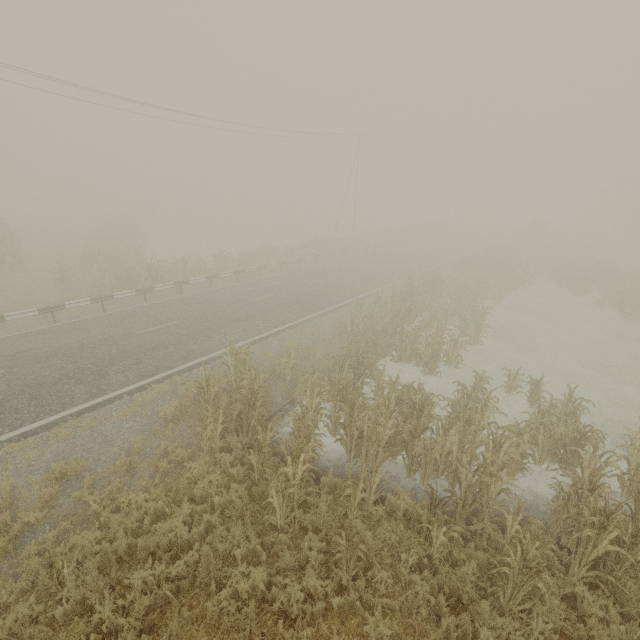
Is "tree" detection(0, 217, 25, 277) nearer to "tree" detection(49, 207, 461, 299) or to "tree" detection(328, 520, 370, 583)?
"tree" detection(49, 207, 461, 299)

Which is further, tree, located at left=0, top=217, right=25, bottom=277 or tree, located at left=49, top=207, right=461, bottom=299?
tree, located at left=0, top=217, right=25, bottom=277

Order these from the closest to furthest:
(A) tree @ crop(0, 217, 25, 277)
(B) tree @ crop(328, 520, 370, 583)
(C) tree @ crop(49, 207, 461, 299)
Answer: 1. (B) tree @ crop(328, 520, 370, 583)
2. (C) tree @ crop(49, 207, 461, 299)
3. (A) tree @ crop(0, 217, 25, 277)

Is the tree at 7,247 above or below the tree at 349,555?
above

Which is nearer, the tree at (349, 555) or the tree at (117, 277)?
the tree at (349, 555)

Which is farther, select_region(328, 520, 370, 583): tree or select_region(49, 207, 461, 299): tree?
select_region(49, 207, 461, 299): tree

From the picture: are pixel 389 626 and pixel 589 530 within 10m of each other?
yes

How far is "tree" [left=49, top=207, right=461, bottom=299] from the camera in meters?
18.2 m
